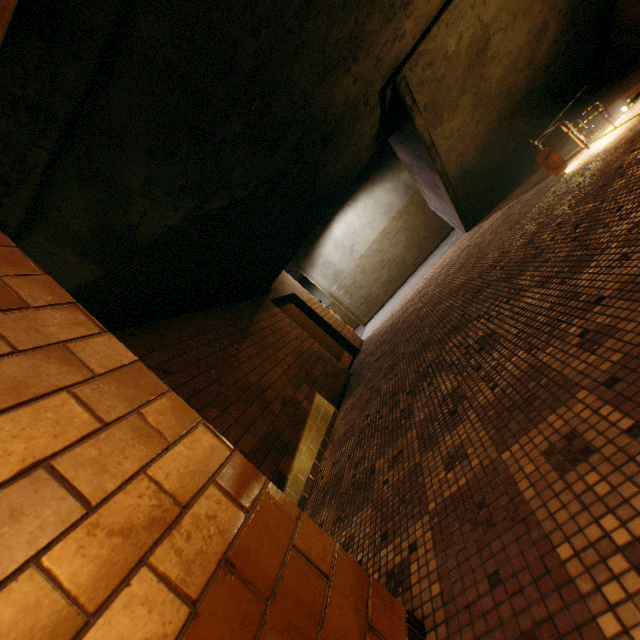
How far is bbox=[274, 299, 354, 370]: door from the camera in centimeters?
697cm

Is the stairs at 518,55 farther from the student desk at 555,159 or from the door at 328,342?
the student desk at 555,159

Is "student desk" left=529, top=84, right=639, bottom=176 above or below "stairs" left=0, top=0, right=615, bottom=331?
below

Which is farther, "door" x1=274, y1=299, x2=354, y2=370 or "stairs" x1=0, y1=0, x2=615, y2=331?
"door" x1=274, y1=299, x2=354, y2=370

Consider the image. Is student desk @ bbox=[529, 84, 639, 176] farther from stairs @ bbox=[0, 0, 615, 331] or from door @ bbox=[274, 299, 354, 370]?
door @ bbox=[274, 299, 354, 370]

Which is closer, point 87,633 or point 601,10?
point 87,633

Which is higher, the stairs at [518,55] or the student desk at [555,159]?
the stairs at [518,55]
